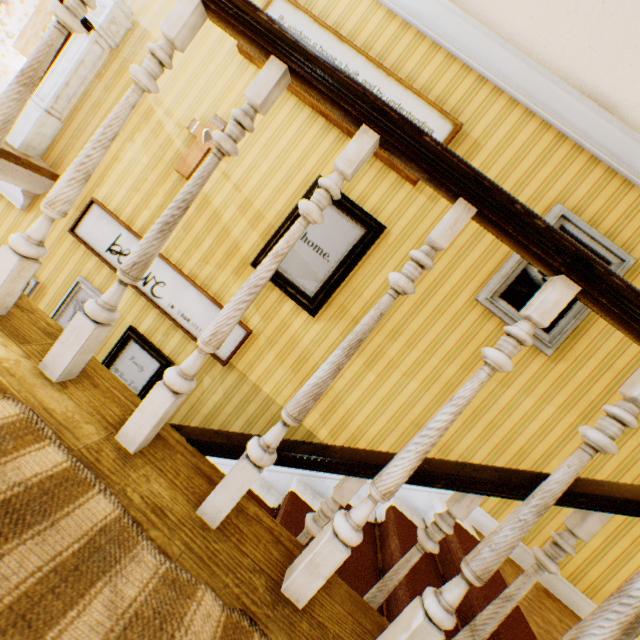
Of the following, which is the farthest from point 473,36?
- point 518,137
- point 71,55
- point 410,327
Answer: point 71,55

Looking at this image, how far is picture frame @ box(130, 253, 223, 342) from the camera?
Result: 2.95m

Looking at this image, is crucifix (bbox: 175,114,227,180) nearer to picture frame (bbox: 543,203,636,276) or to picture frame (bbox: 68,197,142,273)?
picture frame (bbox: 68,197,142,273)

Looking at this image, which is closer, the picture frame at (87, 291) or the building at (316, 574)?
the building at (316, 574)

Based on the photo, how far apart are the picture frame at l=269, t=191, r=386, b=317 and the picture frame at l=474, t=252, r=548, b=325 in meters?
1.0

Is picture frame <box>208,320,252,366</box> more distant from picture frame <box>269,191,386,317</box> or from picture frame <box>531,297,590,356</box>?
picture frame <box>531,297,590,356</box>

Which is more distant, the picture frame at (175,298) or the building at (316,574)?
the picture frame at (175,298)

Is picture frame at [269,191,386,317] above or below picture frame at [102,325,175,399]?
above
